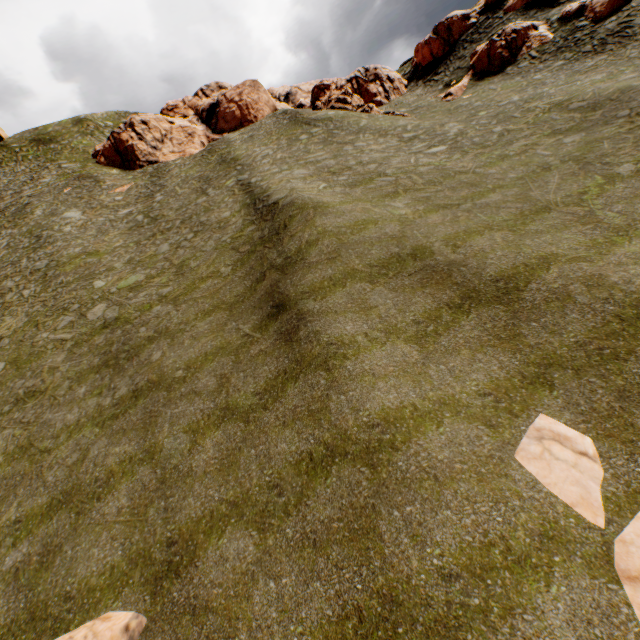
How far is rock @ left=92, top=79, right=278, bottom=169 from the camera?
40.3 meters

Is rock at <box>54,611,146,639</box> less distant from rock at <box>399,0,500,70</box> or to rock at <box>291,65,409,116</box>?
rock at <box>399,0,500,70</box>

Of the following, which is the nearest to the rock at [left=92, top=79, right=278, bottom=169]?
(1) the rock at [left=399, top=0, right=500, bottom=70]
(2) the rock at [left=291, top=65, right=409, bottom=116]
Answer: (2) the rock at [left=291, top=65, right=409, bottom=116]

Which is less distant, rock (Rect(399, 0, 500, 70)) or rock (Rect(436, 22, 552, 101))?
rock (Rect(436, 22, 552, 101))

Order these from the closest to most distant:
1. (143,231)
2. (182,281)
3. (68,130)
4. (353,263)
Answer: (353,263) < (182,281) < (143,231) < (68,130)

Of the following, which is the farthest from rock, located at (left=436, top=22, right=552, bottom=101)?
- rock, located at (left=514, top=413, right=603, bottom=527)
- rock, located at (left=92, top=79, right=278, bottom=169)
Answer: rock, located at (left=514, top=413, right=603, bottom=527)

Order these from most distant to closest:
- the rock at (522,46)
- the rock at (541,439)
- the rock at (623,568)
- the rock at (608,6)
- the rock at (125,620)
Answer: the rock at (522,46) → the rock at (608,6) → the rock at (125,620) → the rock at (541,439) → the rock at (623,568)

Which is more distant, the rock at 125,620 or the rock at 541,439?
the rock at 125,620
